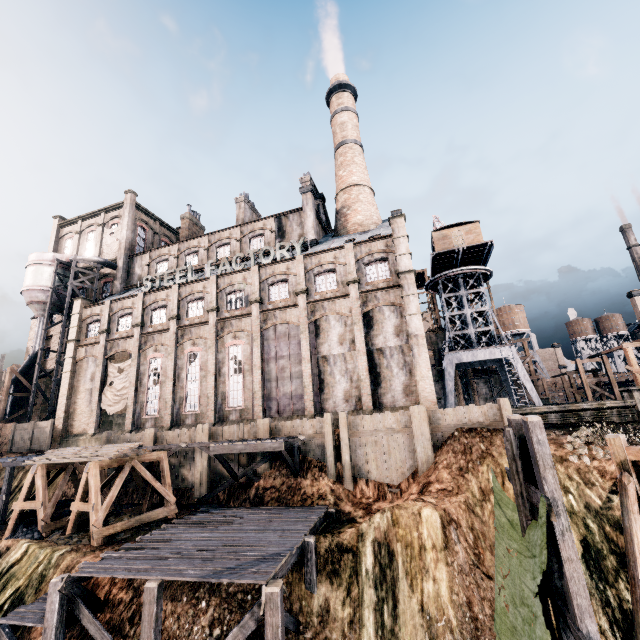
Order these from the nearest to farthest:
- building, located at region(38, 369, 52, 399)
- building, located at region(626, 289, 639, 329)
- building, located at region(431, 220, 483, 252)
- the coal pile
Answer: the coal pile, building, located at region(431, 220, 483, 252), building, located at region(38, 369, 52, 399), building, located at region(626, 289, 639, 329)

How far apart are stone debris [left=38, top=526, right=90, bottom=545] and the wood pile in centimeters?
350cm

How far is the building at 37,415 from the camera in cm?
3838

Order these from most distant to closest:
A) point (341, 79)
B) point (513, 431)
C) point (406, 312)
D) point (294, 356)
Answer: point (341, 79) < point (294, 356) < point (406, 312) < point (513, 431)

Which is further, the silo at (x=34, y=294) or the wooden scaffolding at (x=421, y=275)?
the wooden scaffolding at (x=421, y=275)

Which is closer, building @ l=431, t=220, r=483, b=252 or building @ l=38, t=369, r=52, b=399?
building @ l=431, t=220, r=483, b=252

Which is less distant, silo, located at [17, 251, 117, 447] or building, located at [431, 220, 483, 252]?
silo, located at [17, 251, 117, 447]

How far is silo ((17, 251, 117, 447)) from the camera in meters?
35.8 m
